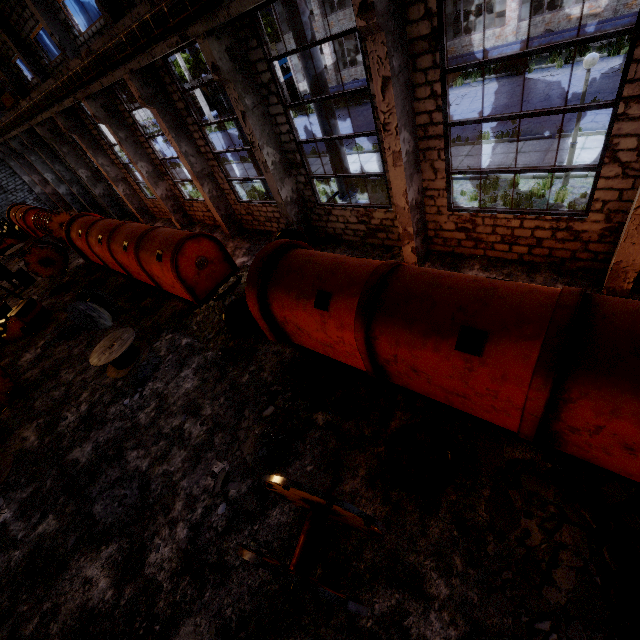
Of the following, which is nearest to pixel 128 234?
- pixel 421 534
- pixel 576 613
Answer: pixel 421 534

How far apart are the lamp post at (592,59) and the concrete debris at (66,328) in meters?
17.9

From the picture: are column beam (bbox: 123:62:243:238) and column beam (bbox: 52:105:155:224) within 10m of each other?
yes

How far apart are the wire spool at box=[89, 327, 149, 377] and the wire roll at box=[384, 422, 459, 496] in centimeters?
843cm

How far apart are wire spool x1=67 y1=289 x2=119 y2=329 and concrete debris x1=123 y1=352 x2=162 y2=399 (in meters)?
3.10

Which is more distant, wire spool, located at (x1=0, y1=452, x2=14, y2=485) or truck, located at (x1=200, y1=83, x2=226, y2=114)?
truck, located at (x1=200, y1=83, x2=226, y2=114)

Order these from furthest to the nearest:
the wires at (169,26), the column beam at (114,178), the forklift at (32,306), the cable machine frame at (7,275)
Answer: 1. the cable machine frame at (7,275)
2. the column beam at (114,178)
3. the forklift at (32,306)
4. the wires at (169,26)

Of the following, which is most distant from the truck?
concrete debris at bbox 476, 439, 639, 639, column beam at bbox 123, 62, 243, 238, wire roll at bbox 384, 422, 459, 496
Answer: concrete debris at bbox 476, 439, 639, 639
